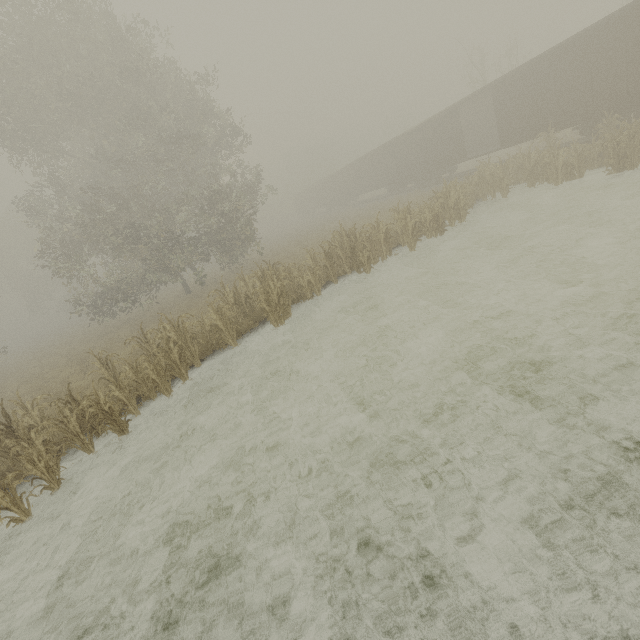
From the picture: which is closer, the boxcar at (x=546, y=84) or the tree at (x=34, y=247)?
the tree at (x=34, y=247)

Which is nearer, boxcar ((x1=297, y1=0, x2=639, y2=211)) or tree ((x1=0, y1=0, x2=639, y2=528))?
tree ((x1=0, y1=0, x2=639, y2=528))

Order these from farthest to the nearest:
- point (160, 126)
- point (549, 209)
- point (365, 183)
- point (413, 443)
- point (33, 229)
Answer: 1. point (33, 229)
2. point (365, 183)
3. point (160, 126)
4. point (549, 209)
5. point (413, 443)
